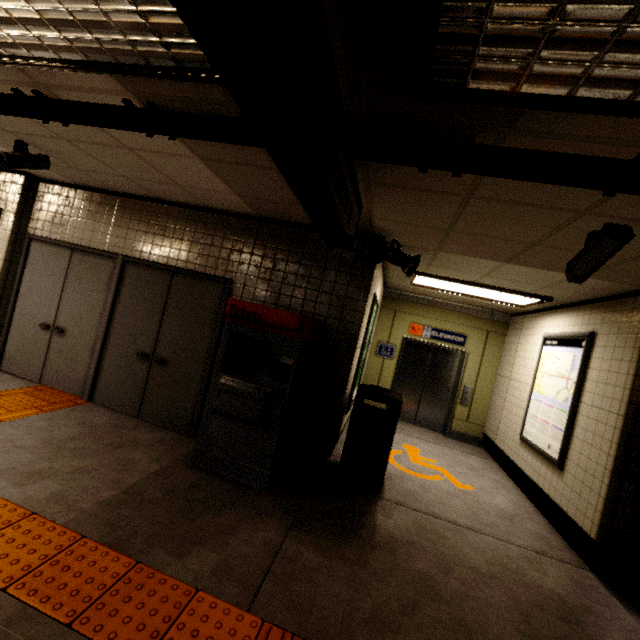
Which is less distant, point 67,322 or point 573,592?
point 573,592

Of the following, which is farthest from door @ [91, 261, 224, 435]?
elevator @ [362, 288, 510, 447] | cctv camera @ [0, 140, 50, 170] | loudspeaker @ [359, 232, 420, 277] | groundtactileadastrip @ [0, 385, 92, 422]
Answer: elevator @ [362, 288, 510, 447]

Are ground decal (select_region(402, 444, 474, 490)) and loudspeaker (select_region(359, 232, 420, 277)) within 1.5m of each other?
no

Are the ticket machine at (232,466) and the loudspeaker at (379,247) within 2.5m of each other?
yes

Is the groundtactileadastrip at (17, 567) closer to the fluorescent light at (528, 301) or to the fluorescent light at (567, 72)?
the fluorescent light at (567, 72)

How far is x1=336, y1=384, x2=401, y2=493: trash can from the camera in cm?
386

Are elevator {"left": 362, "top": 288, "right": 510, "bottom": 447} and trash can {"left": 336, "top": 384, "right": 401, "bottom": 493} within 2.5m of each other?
no

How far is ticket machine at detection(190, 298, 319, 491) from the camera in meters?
3.3
